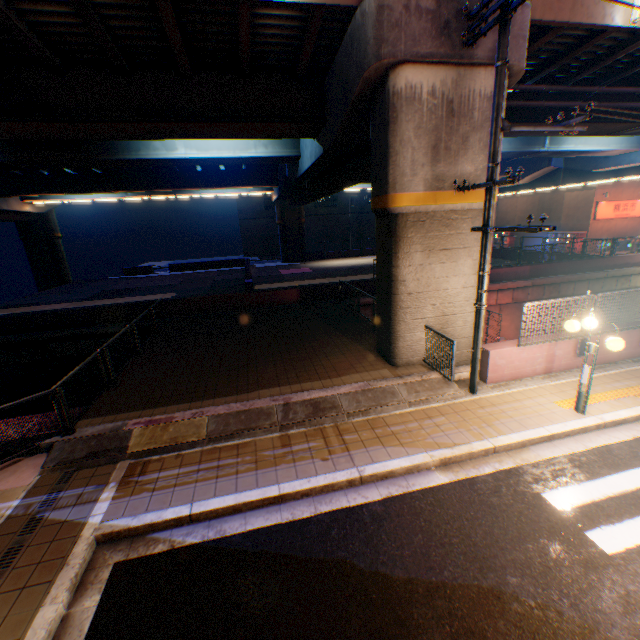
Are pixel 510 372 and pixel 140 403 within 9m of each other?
no

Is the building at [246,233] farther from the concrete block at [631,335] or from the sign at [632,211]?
the concrete block at [631,335]

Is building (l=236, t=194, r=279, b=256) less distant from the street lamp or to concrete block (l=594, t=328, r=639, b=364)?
concrete block (l=594, t=328, r=639, b=364)

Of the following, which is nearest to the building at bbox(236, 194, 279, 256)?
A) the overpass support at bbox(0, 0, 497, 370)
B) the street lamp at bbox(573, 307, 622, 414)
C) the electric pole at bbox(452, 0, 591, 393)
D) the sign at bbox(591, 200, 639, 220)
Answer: the overpass support at bbox(0, 0, 497, 370)

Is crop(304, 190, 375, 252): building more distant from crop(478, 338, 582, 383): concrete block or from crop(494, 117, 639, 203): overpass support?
crop(478, 338, 582, 383): concrete block

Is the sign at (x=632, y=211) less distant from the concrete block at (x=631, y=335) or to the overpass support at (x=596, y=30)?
the overpass support at (x=596, y=30)

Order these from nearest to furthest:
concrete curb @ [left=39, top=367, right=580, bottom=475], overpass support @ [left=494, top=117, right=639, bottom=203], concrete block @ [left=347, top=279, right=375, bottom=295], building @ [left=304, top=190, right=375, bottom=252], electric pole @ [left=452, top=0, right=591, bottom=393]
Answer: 1. electric pole @ [left=452, top=0, right=591, bottom=393]
2. concrete curb @ [left=39, top=367, right=580, bottom=475]
3. overpass support @ [left=494, top=117, right=639, bottom=203]
4. concrete block @ [left=347, top=279, right=375, bottom=295]
5. building @ [left=304, top=190, right=375, bottom=252]

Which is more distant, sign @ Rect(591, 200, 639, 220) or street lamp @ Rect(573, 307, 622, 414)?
sign @ Rect(591, 200, 639, 220)
